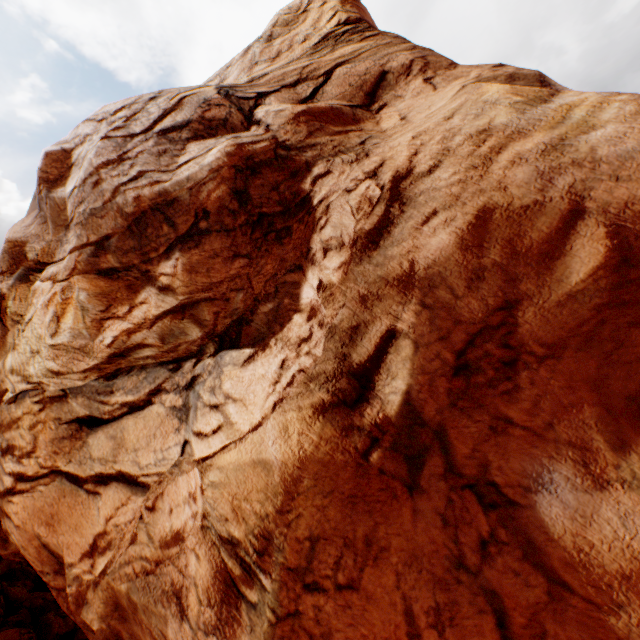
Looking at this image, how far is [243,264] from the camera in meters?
8.0 m
